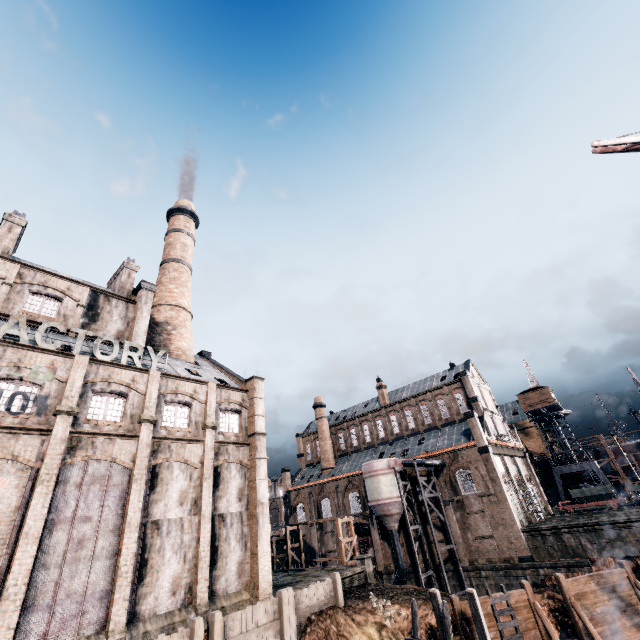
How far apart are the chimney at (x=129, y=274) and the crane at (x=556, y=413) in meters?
66.3

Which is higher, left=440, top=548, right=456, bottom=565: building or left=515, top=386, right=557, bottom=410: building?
left=515, top=386, right=557, bottom=410: building

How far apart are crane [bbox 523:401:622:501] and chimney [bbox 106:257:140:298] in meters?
66.3

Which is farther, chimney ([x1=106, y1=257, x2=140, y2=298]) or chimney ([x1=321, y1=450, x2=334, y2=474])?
chimney ([x1=321, y1=450, x2=334, y2=474])

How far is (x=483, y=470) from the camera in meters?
39.7

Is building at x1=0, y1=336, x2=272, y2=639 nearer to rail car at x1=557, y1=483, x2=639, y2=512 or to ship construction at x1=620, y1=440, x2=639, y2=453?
rail car at x1=557, y1=483, x2=639, y2=512

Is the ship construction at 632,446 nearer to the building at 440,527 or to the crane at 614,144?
the building at 440,527

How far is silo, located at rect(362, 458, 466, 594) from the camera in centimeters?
3731cm
